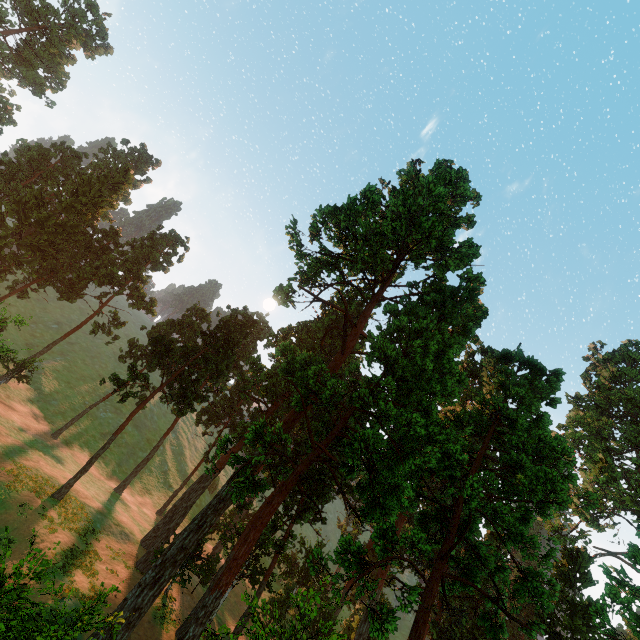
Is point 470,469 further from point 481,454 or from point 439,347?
point 439,347

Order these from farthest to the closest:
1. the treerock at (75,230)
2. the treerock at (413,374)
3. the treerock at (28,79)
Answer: the treerock at (28,79) → the treerock at (75,230) → the treerock at (413,374)

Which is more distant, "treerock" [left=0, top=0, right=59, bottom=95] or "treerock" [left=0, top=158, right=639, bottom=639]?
"treerock" [left=0, top=0, right=59, bottom=95]

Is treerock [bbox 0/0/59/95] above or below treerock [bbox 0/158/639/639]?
above

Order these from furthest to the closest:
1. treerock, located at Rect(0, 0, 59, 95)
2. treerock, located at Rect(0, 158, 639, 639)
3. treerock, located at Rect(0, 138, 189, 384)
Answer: treerock, located at Rect(0, 0, 59, 95) < treerock, located at Rect(0, 138, 189, 384) < treerock, located at Rect(0, 158, 639, 639)

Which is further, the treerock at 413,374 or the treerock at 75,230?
the treerock at 75,230
